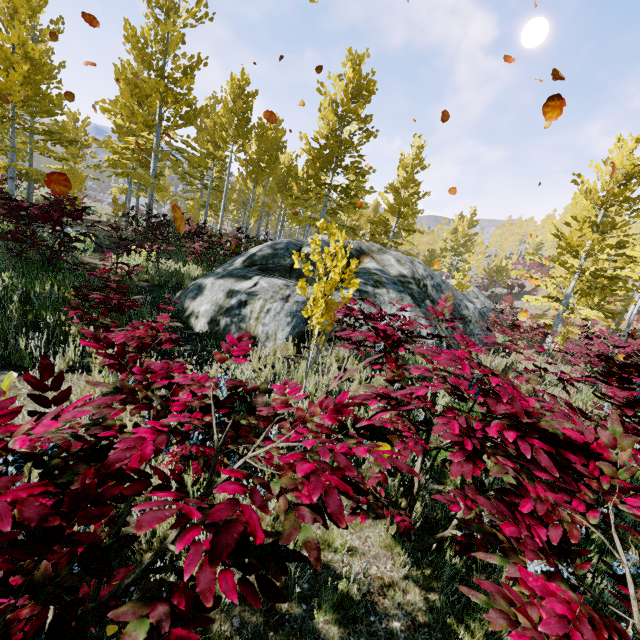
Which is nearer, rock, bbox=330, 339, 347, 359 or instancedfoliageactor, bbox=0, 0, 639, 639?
instancedfoliageactor, bbox=0, 0, 639, 639

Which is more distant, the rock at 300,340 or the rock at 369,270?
the rock at 369,270

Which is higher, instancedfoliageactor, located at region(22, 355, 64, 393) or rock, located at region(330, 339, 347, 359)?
instancedfoliageactor, located at region(22, 355, 64, 393)

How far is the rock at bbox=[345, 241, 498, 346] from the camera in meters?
7.7 m

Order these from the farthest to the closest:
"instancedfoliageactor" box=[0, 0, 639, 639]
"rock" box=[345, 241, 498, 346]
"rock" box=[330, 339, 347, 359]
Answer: "rock" box=[345, 241, 498, 346], "rock" box=[330, 339, 347, 359], "instancedfoliageactor" box=[0, 0, 639, 639]

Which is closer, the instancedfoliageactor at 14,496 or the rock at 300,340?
the instancedfoliageactor at 14,496

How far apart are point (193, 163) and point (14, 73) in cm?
633
